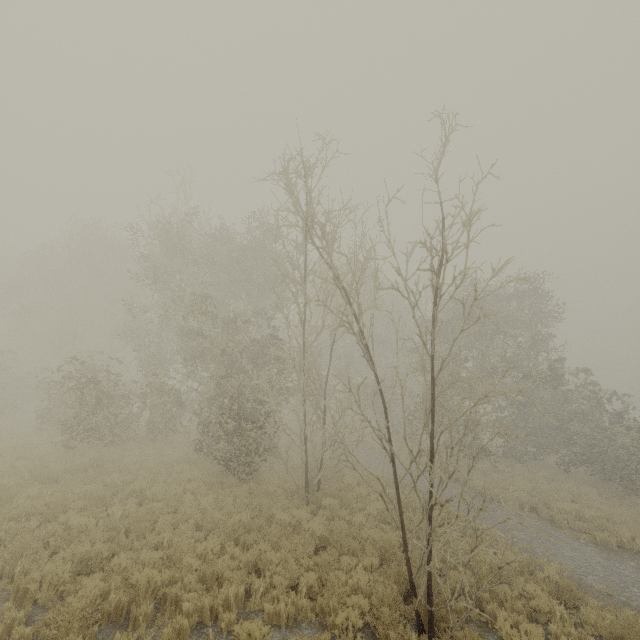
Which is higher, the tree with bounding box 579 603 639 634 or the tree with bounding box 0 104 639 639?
the tree with bounding box 0 104 639 639

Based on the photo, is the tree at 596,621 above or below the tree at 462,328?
below

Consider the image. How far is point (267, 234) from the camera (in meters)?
20.19

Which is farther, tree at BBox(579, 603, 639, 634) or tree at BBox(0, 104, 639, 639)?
tree at BBox(0, 104, 639, 639)

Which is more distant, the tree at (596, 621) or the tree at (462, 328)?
the tree at (462, 328)
